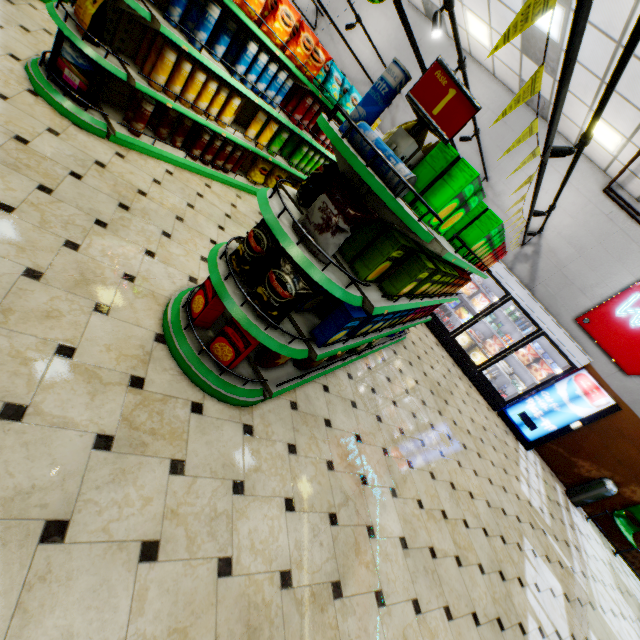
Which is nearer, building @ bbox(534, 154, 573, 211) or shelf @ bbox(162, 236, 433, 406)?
shelf @ bbox(162, 236, 433, 406)

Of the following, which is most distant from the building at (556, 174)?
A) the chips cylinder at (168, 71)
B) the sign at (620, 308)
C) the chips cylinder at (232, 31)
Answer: the chips cylinder at (232, 31)

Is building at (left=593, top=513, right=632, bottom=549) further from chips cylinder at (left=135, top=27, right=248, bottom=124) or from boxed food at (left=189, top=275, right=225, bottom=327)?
chips cylinder at (left=135, top=27, right=248, bottom=124)

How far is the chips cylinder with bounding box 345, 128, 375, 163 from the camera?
1.8 meters

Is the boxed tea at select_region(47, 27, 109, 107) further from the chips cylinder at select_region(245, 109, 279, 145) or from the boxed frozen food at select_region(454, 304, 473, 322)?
the boxed frozen food at select_region(454, 304, 473, 322)

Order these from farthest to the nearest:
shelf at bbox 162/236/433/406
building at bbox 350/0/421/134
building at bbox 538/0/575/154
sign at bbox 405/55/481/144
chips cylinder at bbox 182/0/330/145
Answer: A: building at bbox 350/0/421/134 < building at bbox 538/0/575/154 < chips cylinder at bbox 182/0/330/145 < shelf at bbox 162/236/433/406 < sign at bbox 405/55/481/144

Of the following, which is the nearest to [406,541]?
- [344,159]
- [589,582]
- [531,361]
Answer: [344,159]

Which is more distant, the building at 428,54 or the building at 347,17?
the building at 347,17
